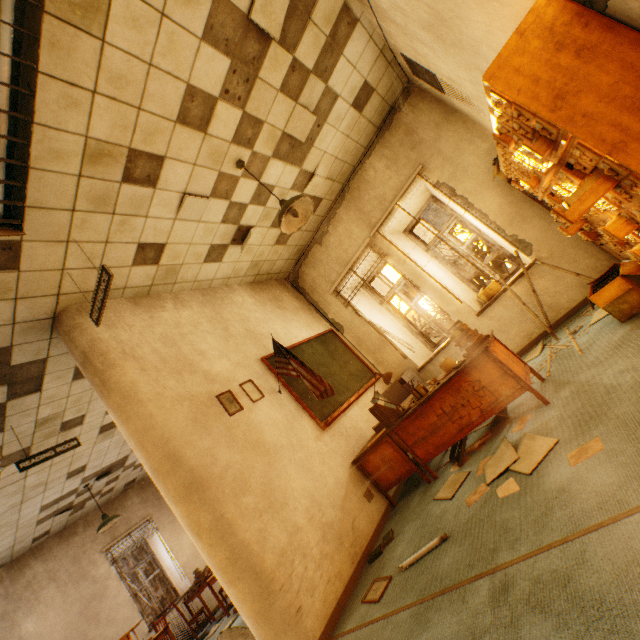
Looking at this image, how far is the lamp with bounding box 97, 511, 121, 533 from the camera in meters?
6.6 m

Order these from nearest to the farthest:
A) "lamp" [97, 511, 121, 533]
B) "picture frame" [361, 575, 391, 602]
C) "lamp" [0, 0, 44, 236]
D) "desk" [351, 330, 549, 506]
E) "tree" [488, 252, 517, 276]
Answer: "lamp" [0, 0, 44, 236]
"picture frame" [361, 575, 391, 602]
"desk" [351, 330, 549, 506]
"lamp" [97, 511, 121, 533]
"tree" [488, 252, 517, 276]

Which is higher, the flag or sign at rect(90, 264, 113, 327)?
sign at rect(90, 264, 113, 327)

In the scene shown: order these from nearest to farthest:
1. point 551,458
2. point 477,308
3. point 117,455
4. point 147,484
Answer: point 551,458 < point 477,308 < point 117,455 < point 147,484

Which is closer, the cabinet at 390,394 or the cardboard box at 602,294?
the cardboard box at 602,294

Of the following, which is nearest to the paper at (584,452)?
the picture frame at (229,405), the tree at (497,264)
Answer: the picture frame at (229,405)

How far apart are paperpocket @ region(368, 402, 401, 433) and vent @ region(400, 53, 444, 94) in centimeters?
390cm

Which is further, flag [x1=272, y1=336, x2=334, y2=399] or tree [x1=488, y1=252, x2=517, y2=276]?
tree [x1=488, y1=252, x2=517, y2=276]
